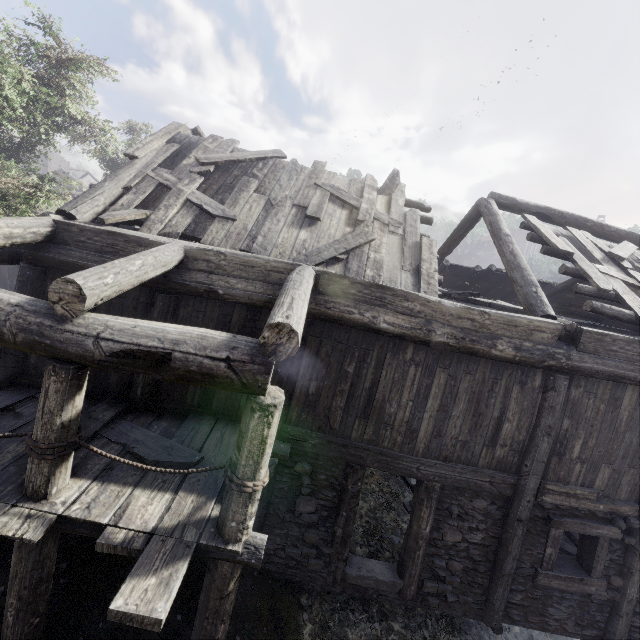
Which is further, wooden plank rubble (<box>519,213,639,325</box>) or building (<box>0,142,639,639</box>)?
wooden plank rubble (<box>519,213,639,325</box>)

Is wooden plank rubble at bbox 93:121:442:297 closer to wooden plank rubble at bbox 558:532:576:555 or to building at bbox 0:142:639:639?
building at bbox 0:142:639:639

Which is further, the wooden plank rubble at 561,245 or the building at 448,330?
the wooden plank rubble at 561,245

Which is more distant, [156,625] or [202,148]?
[202,148]

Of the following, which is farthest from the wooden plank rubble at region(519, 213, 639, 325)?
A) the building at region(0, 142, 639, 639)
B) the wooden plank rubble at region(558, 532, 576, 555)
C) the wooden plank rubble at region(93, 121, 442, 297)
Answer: the wooden plank rubble at region(558, 532, 576, 555)

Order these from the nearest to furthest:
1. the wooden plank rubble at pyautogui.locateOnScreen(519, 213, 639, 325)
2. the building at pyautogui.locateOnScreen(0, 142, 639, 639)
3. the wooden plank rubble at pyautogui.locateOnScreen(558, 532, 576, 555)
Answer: the building at pyautogui.locateOnScreen(0, 142, 639, 639), the wooden plank rubble at pyautogui.locateOnScreen(519, 213, 639, 325), the wooden plank rubble at pyautogui.locateOnScreen(558, 532, 576, 555)

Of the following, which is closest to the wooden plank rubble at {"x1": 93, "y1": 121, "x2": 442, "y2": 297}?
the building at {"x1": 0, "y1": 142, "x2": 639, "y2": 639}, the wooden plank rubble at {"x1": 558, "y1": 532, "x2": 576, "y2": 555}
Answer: the building at {"x1": 0, "y1": 142, "x2": 639, "y2": 639}

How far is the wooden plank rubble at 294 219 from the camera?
6.59m
